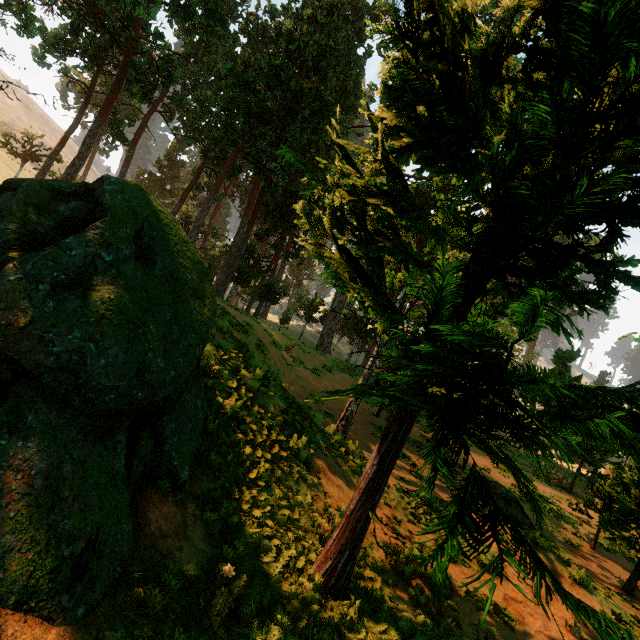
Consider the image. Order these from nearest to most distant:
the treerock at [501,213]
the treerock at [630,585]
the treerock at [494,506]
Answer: the treerock at [494,506]
the treerock at [501,213]
the treerock at [630,585]

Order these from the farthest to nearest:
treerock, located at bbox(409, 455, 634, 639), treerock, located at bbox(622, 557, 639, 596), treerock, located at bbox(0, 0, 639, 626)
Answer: treerock, located at bbox(622, 557, 639, 596), treerock, located at bbox(0, 0, 639, 626), treerock, located at bbox(409, 455, 634, 639)

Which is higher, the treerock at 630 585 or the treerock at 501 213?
the treerock at 501 213

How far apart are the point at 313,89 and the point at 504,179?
21.9m

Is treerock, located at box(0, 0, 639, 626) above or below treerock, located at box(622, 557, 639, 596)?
above

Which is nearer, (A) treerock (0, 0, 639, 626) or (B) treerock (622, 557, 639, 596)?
(A) treerock (0, 0, 639, 626)
